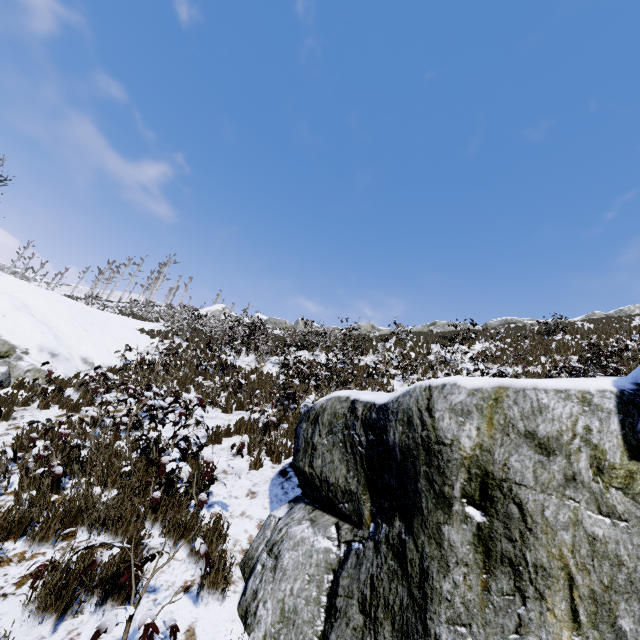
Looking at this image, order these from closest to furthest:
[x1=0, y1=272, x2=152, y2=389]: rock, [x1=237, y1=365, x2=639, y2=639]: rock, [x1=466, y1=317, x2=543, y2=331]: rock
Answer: [x1=237, y1=365, x2=639, y2=639]: rock → [x1=0, y1=272, x2=152, y2=389]: rock → [x1=466, y1=317, x2=543, y2=331]: rock

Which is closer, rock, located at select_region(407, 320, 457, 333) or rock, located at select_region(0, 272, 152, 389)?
rock, located at select_region(0, 272, 152, 389)

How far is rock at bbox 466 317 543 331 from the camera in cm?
2729

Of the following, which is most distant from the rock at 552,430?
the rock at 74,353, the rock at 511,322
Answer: the rock at 511,322

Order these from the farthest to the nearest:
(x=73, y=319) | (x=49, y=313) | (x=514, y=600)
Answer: (x=73, y=319) → (x=49, y=313) → (x=514, y=600)

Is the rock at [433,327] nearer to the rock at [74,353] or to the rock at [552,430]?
the rock at [74,353]

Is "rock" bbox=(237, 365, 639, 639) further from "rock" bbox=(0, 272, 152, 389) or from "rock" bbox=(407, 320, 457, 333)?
"rock" bbox=(407, 320, 457, 333)
